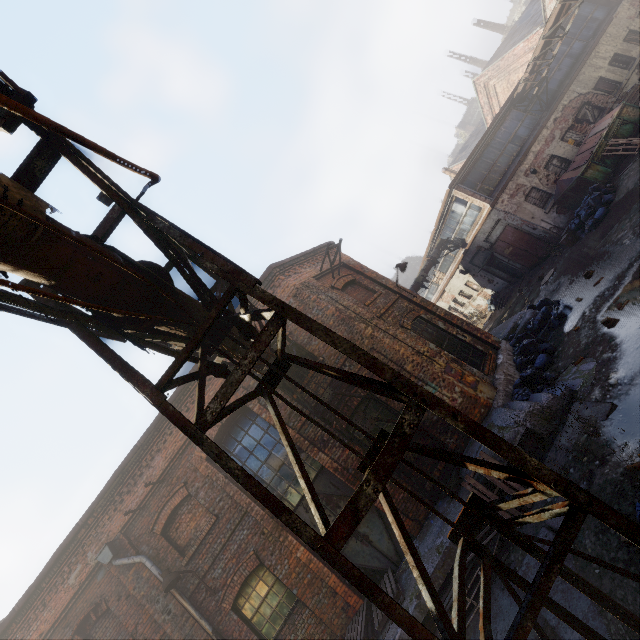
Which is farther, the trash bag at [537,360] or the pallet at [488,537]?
the trash bag at [537,360]

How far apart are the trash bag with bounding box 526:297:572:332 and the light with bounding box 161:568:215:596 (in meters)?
12.11

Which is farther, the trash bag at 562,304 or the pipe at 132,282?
the trash bag at 562,304

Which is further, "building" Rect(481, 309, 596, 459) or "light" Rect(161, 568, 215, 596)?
"light" Rect(161, 568, 215, 596)

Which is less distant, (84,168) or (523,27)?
(84,168)

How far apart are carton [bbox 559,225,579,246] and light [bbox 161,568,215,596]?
18.04m

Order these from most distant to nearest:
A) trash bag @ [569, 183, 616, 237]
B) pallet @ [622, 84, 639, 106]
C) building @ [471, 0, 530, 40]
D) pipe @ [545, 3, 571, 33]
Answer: building @ [471, 0, 530, 40]
pallet @ [622, 84, 639, 106]
pipe @ [545, 3, 571, 33]
trash bag @ [569, 183, 616, 237]

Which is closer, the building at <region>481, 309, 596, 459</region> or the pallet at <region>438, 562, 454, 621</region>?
the pallet at <region>438, 562, 454, 621</region>
